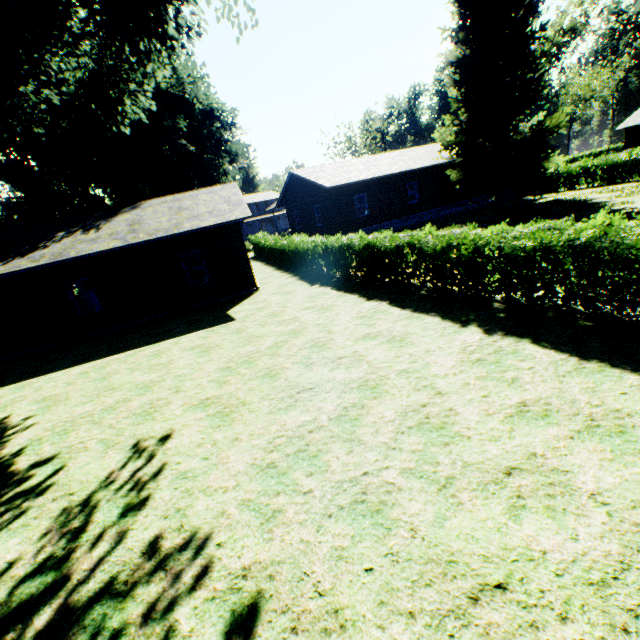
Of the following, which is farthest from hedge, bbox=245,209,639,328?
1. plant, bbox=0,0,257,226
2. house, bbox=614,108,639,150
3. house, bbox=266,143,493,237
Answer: house, bbox=614,108,639,150

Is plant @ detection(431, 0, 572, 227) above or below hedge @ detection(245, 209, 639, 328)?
above

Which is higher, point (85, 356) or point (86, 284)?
point (86, 284)

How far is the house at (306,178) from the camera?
24.1m

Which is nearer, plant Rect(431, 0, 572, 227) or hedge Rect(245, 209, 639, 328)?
hedge Rect(245, 209, 639, 328)

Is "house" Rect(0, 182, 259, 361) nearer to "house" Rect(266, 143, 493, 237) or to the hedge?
the hedge

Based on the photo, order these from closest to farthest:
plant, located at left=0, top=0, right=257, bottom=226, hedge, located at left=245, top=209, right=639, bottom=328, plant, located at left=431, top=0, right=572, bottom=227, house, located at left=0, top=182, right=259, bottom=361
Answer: hedge, located at left=245, top=209, right=639, bottom=328 < plant, located at left=0, top=0, right=257, bottom=226 < house, located at left=0, top=182, right=259, bottom=361 < plant, located at left=431, top=0, right=572, bottom=227

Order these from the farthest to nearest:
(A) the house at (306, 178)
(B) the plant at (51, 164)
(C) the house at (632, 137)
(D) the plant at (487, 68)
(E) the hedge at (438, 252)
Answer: (C) the house at (632, 137) < (A) the house at (306, 178) < (D) the plant at (487, 68) < (B) the plant at (51, 164) < (E) the hedge at (438, 252)
